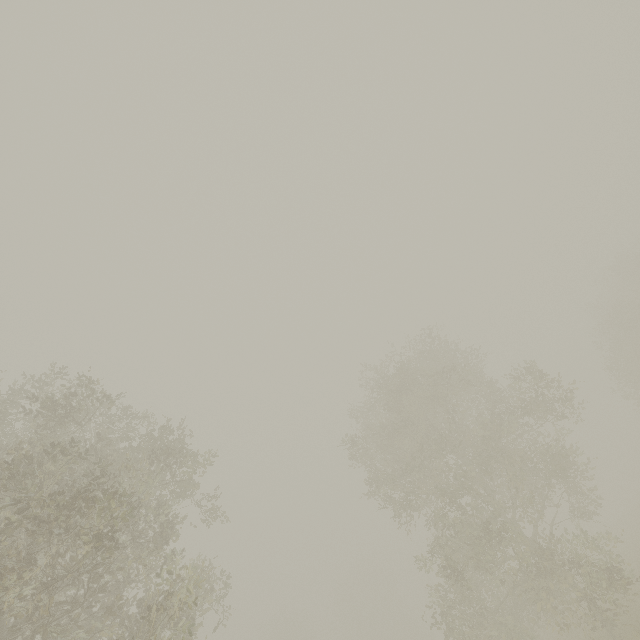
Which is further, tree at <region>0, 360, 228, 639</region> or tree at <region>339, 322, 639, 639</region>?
tree at <region>339, 322, 639, 639</region>

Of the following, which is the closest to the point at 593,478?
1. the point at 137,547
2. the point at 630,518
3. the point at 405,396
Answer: the point at 405,396

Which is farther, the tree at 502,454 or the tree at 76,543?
the tree at 502,454

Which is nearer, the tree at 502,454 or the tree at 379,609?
the tree at 502,454

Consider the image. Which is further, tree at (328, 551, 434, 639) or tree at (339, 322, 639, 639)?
tree at (328, 551, 434, 639)

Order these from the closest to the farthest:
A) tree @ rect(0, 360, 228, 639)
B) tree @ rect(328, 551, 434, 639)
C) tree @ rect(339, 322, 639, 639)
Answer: tree @ rect(0, 360, 228, 639) → tree @ rect(339, 322, 639, 639) → tree @ rect(328, 551, 434, 639)
